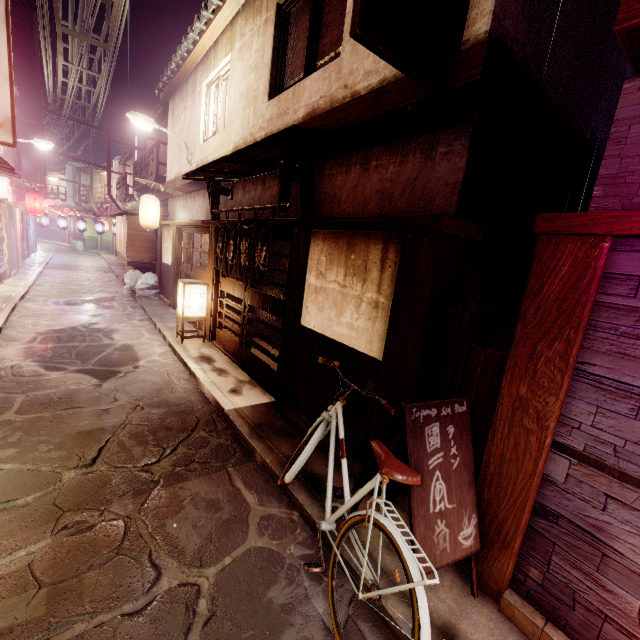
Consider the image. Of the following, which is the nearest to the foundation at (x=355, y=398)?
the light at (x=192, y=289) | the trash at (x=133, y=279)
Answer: the light at (x=192, y=289)

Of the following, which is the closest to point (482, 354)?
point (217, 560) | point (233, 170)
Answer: point (217, 560)

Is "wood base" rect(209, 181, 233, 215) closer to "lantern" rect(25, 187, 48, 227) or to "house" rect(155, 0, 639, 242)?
"house" rect(155, 0, 639, 242)

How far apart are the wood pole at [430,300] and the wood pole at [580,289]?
1.4m

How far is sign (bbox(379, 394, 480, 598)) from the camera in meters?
4.3

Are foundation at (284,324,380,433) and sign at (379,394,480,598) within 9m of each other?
yes

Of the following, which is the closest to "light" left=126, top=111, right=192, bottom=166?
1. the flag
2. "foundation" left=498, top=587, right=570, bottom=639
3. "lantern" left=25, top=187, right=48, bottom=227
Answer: the flag

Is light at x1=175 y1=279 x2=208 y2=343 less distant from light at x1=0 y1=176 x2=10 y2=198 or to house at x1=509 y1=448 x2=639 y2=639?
house at x1=509 y1=448 x2=639 y2=639
